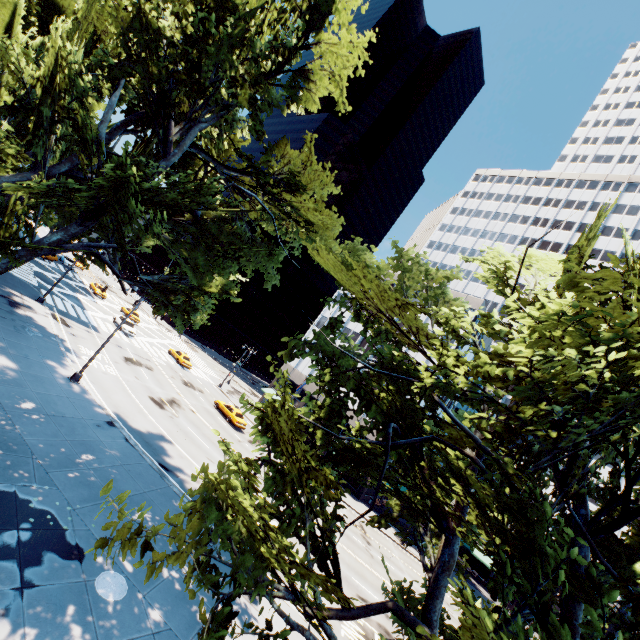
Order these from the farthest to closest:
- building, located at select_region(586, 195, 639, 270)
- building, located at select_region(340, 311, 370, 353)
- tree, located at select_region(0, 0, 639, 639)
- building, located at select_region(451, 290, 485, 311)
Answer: building, located at select_region(586, 195, 639, 270)
building, located at select_region(340, 311, 370, 353)
building, located at select_region(451, 290, 485, 311)
tree, located at select_region(0, 0, 639, 639)

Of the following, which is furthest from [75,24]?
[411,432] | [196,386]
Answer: [196,386]

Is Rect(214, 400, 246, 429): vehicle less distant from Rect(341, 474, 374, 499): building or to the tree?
Rect(341, 474, 374, 499): building

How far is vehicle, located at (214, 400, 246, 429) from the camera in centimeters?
3500cm

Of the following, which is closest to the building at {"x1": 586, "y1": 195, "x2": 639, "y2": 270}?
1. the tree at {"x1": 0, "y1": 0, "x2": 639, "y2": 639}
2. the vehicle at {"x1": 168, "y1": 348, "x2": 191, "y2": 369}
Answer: the tree at {"x1": 0, "y1": 0, "x2": 639, "y2": 639}

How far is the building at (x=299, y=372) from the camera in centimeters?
5347cm

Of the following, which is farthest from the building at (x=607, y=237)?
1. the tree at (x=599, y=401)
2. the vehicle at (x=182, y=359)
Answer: the vehicle at (x=182, y=359)
